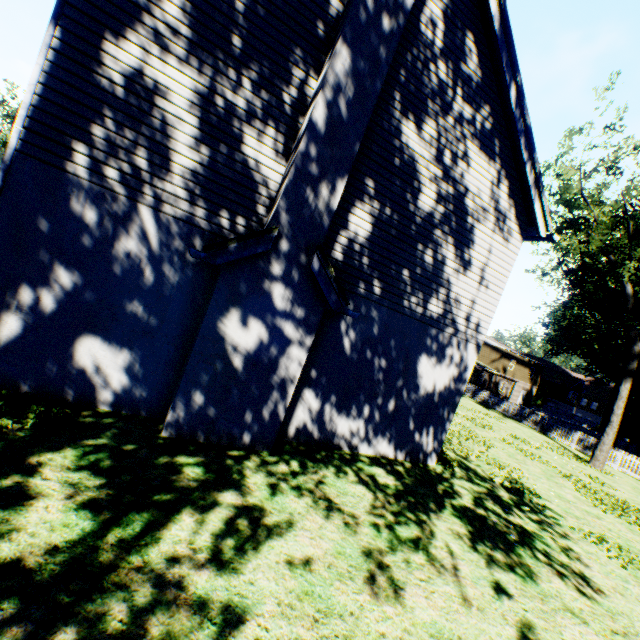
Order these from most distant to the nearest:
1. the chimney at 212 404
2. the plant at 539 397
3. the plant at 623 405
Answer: the plant at 539 397, the plant at 623 405, the chimney at 212 404

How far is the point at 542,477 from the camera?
11.9m

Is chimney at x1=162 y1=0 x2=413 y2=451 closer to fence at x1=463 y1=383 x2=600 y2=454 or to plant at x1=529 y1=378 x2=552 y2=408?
fence at x1=463 y1=383 x2=600 y2=454

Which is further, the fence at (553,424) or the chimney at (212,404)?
the fence at (553,424)

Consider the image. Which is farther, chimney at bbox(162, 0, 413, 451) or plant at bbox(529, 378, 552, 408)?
plant at bbox(529, 378, 552, 408)

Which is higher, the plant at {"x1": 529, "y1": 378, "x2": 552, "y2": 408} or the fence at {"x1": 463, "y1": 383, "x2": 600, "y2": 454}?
the plant at {"x1": 529, "y1": 378, "x2": 552, "y2": 408}

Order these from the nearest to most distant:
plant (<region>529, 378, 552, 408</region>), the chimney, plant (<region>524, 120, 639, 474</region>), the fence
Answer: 1. the chimney
2. plant (<region>524, 120, 639, 474</region>)
3. the fence
4. plant (<region>529, 378, 552, 408</region>)
